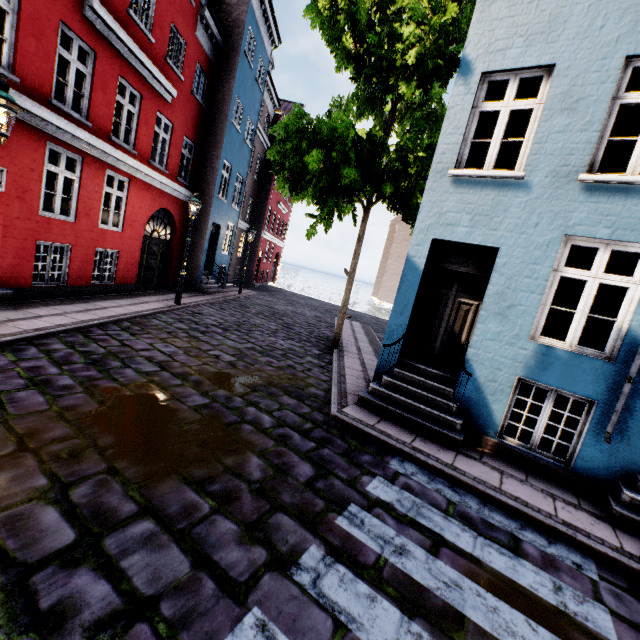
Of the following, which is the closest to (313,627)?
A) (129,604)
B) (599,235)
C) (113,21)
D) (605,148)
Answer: (129,604)

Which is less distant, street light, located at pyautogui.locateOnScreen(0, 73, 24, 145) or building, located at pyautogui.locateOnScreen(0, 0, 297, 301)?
street light, located at pyautogui.locateOnScreen(0, 73, 24, 145)

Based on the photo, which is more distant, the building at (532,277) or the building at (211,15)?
the building at (211,15)

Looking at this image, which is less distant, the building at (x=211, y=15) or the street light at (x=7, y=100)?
the street light at (x=7, y=100)

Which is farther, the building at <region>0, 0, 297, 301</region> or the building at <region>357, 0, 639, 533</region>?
the building at <region>0, 0, 297, 301</region>
